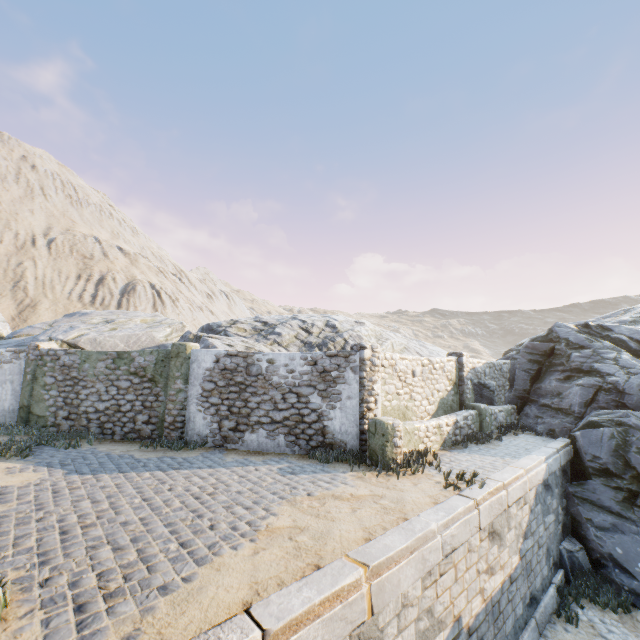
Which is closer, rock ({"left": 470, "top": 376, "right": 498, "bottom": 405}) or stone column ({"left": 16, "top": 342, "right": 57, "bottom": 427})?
stone column ({"left": 16, "top": 342, "right": 57, "bottom": 427})

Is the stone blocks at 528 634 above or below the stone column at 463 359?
below

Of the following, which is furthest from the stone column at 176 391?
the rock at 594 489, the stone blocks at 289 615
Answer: the rock at 594 489

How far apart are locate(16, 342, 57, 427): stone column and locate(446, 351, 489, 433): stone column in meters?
15.6 m

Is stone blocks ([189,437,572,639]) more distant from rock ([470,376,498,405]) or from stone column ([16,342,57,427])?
stone column ([16,342,57,427])

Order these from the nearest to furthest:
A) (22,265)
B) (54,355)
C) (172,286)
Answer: (54,355) → (22,265) → (172,286)

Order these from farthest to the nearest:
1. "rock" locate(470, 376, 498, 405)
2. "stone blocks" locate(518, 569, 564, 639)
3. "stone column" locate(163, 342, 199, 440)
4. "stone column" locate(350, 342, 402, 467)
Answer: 1. "rock" locate(470, 376, 498, 405)
2. "stone column" locate(163, 342, 199, 440)
3. "stone column" locate(350, 342, 402, 467)
4. "stone blocks" locate(518, 569, 564, 639)

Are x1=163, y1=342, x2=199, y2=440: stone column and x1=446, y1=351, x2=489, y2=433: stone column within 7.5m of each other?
no
